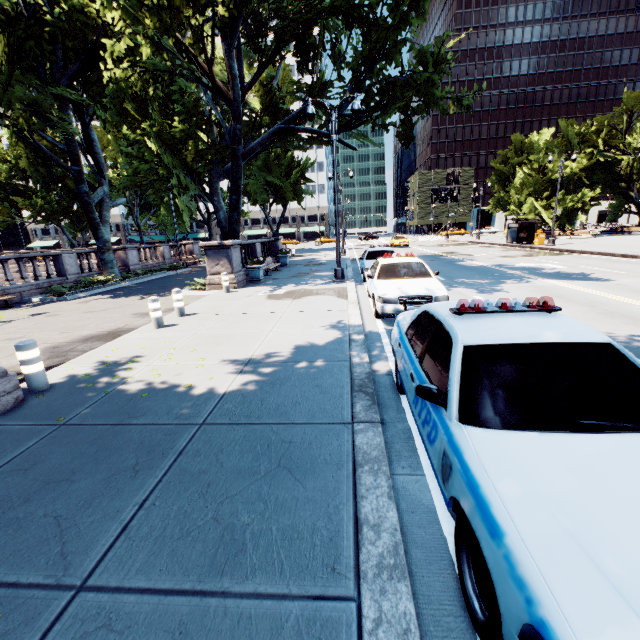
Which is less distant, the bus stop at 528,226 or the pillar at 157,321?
the pillar at 157,321

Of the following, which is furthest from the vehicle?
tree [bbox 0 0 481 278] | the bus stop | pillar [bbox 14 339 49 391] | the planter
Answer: the bus stop

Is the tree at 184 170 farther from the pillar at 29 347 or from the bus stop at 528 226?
the bus stop at 528 226

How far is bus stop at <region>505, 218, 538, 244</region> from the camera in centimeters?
2981cm

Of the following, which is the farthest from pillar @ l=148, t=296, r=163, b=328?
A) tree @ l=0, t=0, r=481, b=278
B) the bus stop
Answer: the bus stop

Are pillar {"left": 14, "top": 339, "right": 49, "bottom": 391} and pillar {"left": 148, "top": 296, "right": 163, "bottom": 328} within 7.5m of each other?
yes

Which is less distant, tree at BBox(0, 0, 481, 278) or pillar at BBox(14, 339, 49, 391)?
pillar at BBox(14, 339, 49, 391)

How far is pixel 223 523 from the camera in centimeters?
260cm
